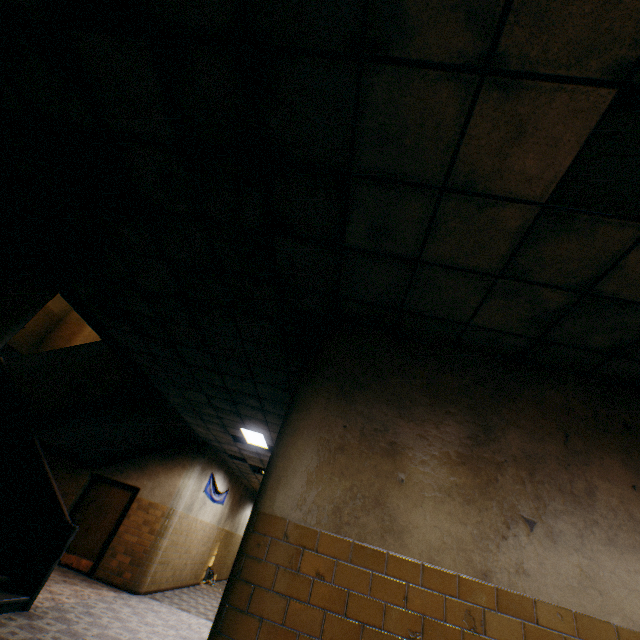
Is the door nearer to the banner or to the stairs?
the stairs

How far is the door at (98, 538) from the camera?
8.77m

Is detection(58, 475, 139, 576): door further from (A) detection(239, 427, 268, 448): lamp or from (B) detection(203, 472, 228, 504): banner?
(A) detection(239, 427, 268, 448): lamp

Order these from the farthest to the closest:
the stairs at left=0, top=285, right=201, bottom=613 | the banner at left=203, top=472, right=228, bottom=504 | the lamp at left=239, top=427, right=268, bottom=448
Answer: the banner at left=203, top=472, right=228, bottom=504 → the lamp at left=239, top=427, right=268, bottom=448 → the stairs at left=0, top=285, right=201, bottom=613

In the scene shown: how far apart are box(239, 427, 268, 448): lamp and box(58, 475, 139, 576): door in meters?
3.9 m

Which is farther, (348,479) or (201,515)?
(201,515)

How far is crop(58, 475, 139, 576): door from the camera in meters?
8.8 m

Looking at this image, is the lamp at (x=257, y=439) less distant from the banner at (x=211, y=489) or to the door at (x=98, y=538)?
the banner at (x=211, y=489)
